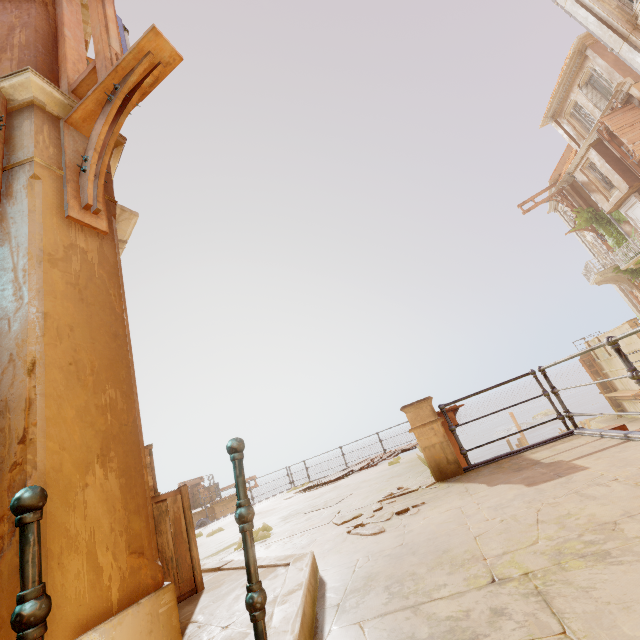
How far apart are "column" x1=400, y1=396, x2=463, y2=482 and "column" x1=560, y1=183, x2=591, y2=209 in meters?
27.8 m

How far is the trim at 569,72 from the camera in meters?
19.0 m

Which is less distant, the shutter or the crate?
the crate

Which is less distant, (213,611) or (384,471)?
(213,611)

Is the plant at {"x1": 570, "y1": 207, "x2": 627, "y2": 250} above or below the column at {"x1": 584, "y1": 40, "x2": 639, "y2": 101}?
below

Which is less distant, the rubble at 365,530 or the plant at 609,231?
the rubble at 365,530

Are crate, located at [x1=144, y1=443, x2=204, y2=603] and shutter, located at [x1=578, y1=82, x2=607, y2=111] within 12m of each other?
no

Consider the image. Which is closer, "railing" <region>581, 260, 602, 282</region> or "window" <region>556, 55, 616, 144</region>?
"window" <region>556, 55, 616, 144</region>
